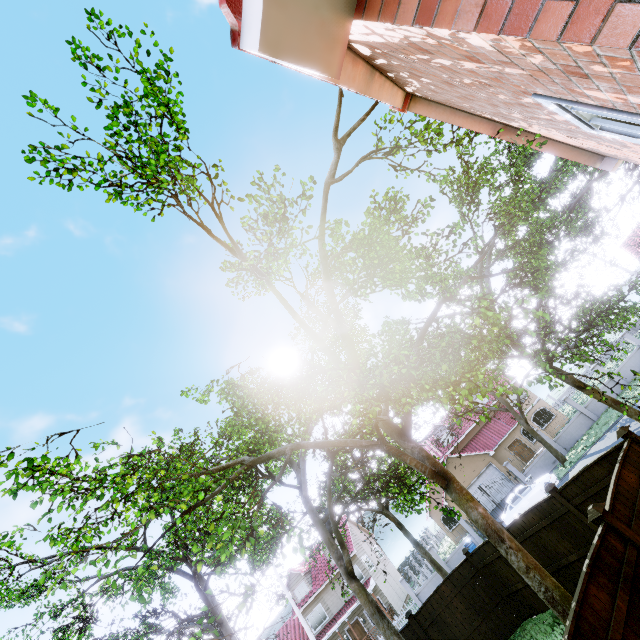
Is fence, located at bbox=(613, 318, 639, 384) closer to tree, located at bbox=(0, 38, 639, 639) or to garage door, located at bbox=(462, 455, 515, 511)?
tree, located at bbox=(0, 38, 639, 639)

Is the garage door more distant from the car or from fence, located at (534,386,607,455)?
the car

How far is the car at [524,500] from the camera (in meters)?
20.78

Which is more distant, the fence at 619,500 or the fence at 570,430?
the fence at 570,430

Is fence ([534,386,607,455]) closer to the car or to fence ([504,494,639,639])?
the car

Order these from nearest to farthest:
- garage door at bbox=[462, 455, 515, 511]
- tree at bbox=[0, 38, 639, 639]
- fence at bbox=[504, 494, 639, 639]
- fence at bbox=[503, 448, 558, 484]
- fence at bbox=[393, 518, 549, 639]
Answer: fence at bbox=[504, 494, 639, 639] < tree at bbox=[0, 38, 639, 639] < fence at bbox=[393, 518, 549, 639] < fence at bbox=[503, 448, 558, 484] < garage door at bbox=[462, 455, 515, 511]

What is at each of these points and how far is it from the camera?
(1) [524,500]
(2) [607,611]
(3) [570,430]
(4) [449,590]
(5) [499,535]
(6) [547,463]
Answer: (1) car, 20.9m
(2) fence, 4.6m
(3) fence, 25.7m
(4) fence, 12.4m
(5) tree, 7.2m
(6) fence, 25.4m

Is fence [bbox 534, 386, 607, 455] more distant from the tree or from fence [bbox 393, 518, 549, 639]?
fence [bbox 393, 518, 549, 639]
